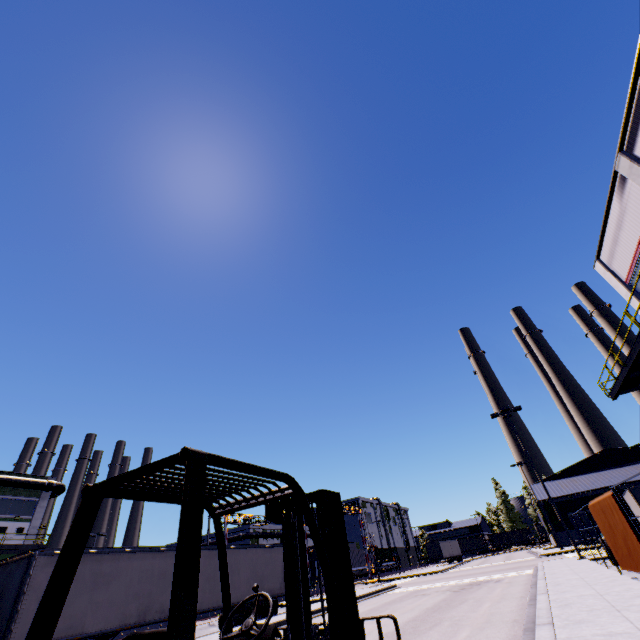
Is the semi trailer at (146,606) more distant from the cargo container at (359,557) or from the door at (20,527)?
the door at (20,527)

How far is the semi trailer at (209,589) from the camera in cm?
1641

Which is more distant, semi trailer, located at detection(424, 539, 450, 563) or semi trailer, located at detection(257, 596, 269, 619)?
semi trailer, located at detection(424, 539, 450, 563)

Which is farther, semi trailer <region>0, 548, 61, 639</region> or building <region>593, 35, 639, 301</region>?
building <region>593, 35, 639, 301</region>

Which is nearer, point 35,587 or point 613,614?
point 613,614

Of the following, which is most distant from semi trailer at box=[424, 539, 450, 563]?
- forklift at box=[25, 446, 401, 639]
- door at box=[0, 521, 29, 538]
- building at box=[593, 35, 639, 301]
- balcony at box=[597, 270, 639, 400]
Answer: door at box=[0, 521, 29, 538]

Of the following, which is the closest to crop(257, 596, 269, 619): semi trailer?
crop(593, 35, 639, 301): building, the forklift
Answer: crop(593, 35, 639, 301): building
